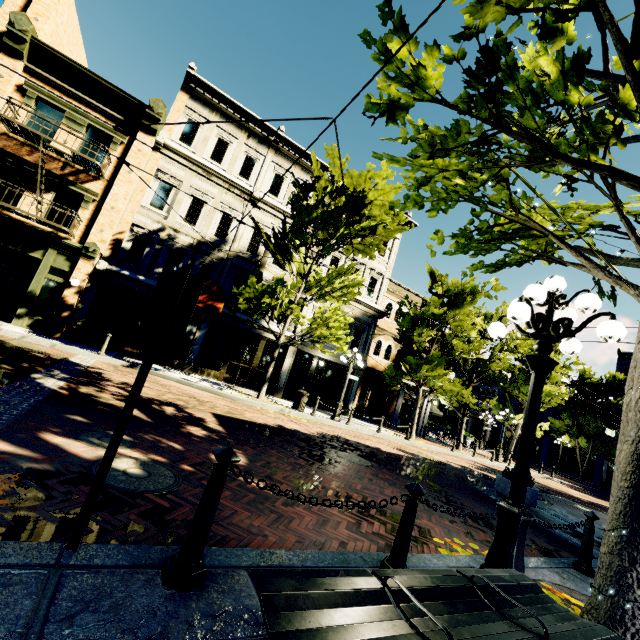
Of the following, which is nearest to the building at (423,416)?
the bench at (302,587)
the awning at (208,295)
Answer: the awning at (208,295)

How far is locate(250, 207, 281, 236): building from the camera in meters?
18.0 m

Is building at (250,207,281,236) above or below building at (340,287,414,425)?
→ above

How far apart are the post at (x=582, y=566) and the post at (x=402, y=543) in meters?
3.7 m

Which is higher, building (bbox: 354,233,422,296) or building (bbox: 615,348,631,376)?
building (bbox: 615,348,631,376)

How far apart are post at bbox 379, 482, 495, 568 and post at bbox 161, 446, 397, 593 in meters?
1.6 m

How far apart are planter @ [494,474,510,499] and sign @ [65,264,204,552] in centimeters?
991cm

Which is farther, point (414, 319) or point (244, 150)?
point (414, 319)
